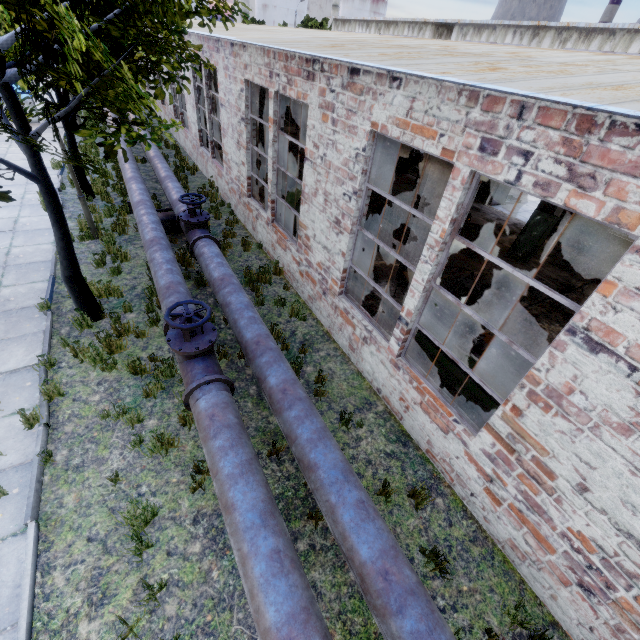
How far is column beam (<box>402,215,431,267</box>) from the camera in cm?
826

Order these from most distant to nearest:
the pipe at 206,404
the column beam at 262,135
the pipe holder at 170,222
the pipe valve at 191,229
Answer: the column beam at 262,135, the pipe holder at 170,222, the pipe valve at 191,229, the pipe at 206,404

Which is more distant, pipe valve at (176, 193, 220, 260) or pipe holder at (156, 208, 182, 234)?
pipe holder at (156, 208, 182, 234)

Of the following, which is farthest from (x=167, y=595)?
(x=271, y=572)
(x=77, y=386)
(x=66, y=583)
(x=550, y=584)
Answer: (x=550, y=584)

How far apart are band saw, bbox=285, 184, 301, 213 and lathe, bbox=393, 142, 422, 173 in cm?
953

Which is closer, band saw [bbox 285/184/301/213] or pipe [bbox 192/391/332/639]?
pipe [bbox 192/391/332/639]

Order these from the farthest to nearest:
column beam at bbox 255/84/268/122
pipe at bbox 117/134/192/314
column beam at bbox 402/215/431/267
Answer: column beam at bbox 255/84/268/122
column beam at bbox 402/215/431/267
pipe at bbox 117/134/192/314

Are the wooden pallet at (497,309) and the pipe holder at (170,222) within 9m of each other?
yes
